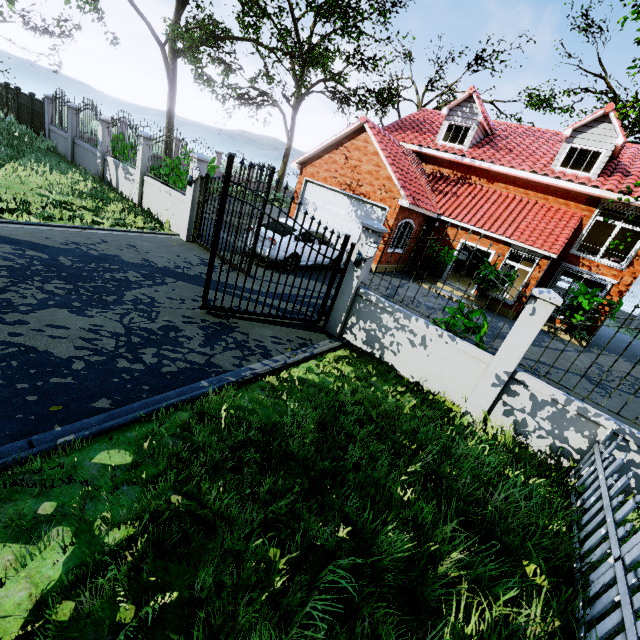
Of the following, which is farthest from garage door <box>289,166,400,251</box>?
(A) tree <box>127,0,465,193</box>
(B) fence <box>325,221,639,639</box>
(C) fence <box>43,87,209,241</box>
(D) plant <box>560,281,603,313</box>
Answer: (D) plant <box>560,281,603,313</box>

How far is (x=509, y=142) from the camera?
17.7m

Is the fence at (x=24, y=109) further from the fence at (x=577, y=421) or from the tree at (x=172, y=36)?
the fence at (x=577, y=421)

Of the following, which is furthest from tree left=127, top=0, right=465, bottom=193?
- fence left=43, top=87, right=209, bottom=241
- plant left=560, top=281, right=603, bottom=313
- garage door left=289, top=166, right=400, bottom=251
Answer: plant left=560, top=281, right=603, bottom=313

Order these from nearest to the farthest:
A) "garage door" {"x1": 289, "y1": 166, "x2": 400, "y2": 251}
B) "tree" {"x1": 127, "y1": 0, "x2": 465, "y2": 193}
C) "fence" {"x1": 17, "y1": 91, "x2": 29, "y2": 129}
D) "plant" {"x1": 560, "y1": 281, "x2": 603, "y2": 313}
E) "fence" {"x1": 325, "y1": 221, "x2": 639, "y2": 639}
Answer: "fence" {"x1": 325, "y1": 221, "x2": 639, "y2": 639}, "plant" {"x1": 560, "y1": 281, "x2": 603, "y2": 313}, "garage door" {"x1": 289, "y1": 166, "x2": 400, "y2": 251}, "tree" {"x1": 127, "y1": 0, "x2": 465, "y2": 193}, "fence" {"x1": 17, "y1": 91, "x2": 29, "y2": 129}

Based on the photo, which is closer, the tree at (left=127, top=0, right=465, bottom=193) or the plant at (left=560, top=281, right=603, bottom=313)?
the plant at (left=560, top=281, right=603, bottom=313)

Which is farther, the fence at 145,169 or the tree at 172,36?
the tree at 172,36
